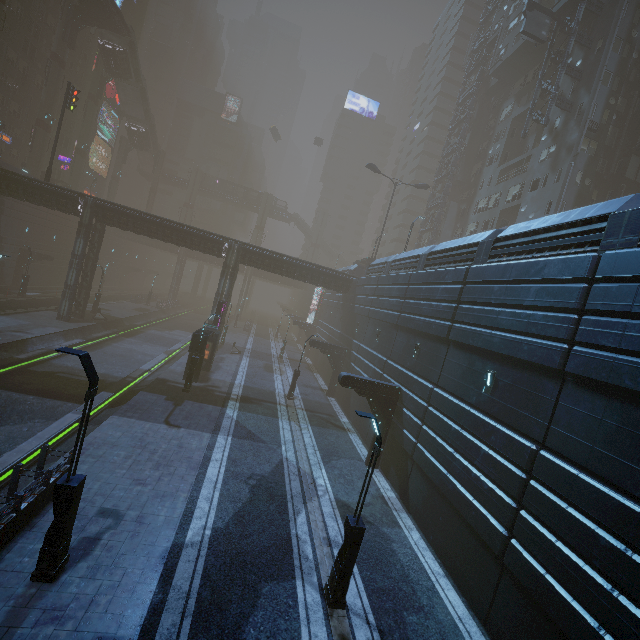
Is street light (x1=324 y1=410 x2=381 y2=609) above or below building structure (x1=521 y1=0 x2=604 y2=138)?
below

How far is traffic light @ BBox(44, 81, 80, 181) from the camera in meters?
31.3

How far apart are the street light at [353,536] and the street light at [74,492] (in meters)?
6.68

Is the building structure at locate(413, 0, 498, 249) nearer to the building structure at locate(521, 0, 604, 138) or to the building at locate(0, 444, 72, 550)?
the building at locate(0, 444, 72, 550)

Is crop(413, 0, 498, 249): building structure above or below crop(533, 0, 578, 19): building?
above

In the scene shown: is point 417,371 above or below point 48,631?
above

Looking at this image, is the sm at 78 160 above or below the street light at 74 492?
above

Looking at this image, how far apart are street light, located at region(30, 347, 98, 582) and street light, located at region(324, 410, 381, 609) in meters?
6.7 m
